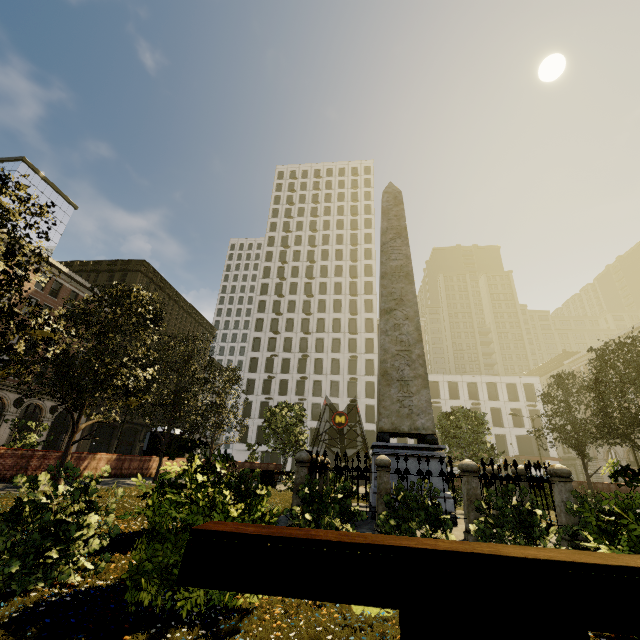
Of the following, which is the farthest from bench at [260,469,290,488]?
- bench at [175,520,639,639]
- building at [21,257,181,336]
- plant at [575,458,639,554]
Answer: building at [21,257,181,336]

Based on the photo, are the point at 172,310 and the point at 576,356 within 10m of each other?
no

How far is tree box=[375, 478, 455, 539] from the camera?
4.2 meters

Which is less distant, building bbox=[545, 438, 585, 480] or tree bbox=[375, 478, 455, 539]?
tree bbox=[375, 478, 455, 539]

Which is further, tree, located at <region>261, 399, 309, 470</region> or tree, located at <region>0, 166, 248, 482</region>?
tree, located at <region>261, 399, 309, 470</region>

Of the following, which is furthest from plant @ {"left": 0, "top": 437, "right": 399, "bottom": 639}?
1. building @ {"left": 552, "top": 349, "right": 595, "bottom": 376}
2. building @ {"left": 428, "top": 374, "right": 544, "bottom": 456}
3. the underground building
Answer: building @ {"left": 428, "top": 374, "right": 544, "bottom": 456}

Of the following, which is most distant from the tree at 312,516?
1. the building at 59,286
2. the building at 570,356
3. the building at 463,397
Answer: the building at 463,397

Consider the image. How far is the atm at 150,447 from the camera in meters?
22.8
